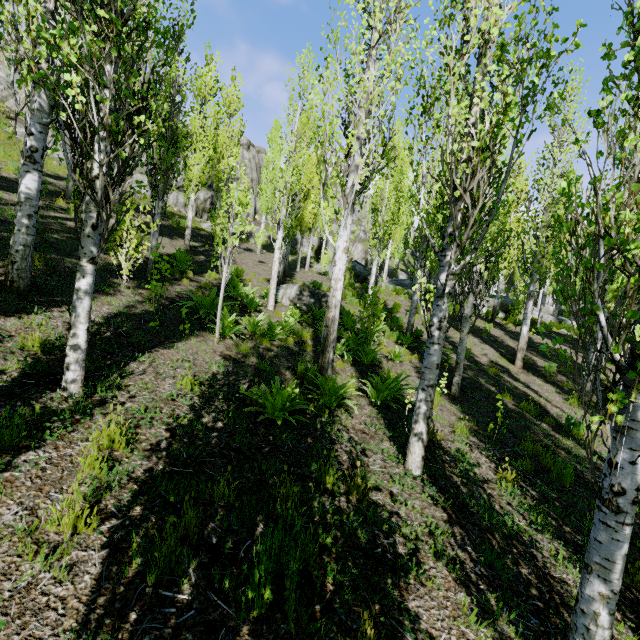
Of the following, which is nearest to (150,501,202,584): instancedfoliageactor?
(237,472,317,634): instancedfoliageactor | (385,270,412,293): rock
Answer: (385,270,412,293): rock

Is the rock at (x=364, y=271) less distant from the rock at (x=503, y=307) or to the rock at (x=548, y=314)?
the rock at (x=503, y=307)

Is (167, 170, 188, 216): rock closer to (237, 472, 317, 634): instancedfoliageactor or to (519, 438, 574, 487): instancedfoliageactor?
(519, 438, 574, 487): instancedfoliageactor

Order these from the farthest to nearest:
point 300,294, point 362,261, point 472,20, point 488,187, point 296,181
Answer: point 362,261
point 296,181
point 300,294
point 488,187
point 472,20

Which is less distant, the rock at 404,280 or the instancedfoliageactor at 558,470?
the instancedfoliageactor at 558,470

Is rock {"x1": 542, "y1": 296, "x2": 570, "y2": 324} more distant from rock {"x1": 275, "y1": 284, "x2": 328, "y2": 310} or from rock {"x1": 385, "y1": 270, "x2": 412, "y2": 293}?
rock {"x1": 275, "y1": 284, "x2": 328, "y2": 310}

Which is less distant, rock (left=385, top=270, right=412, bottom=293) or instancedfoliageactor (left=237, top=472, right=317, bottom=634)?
instancedfoliageactor (left=237, top=472, right=317, bottom=634)

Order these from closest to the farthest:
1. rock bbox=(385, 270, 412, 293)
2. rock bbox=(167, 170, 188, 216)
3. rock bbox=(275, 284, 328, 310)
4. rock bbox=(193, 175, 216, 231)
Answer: rock bbox=(275, 284, 328, 310)
rock bbox=(167, 170, 188, 216)
rock bbox=(193, 175, 216, 231)
rock bbox=(385, 270, 412, 293)
